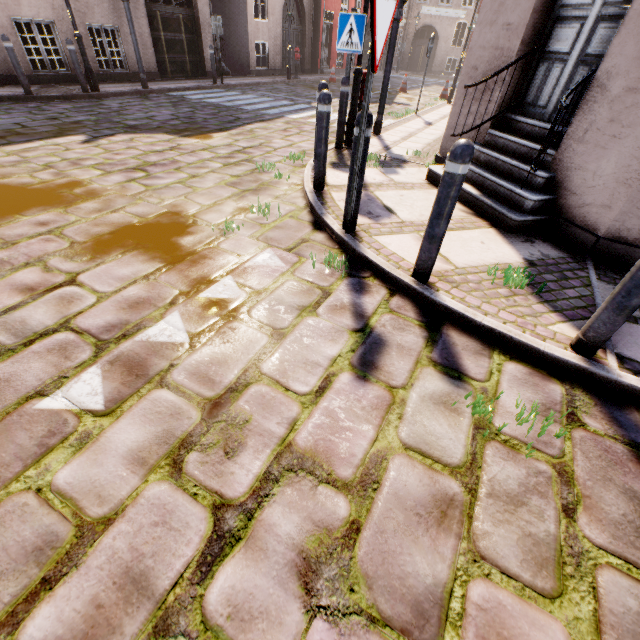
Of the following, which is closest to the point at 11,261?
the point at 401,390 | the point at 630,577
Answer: the point at 401,390

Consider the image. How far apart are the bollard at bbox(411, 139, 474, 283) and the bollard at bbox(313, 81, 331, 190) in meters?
2.2 m

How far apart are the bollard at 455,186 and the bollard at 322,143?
2.2 meters

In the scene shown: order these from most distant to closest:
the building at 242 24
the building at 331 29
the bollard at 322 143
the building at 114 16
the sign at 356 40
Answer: the building at 331 29
the building at 242 24
the building at 114 16
the sign at 356 40
the bollard at 322 143

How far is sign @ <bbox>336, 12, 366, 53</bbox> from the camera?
5.2 meters

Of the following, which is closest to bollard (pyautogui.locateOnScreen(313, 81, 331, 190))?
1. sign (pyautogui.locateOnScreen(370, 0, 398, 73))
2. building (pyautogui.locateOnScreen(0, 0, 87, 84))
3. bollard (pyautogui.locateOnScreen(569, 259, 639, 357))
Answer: sign (pyautogui.locateOnScreen(370, 0, 398, 73))

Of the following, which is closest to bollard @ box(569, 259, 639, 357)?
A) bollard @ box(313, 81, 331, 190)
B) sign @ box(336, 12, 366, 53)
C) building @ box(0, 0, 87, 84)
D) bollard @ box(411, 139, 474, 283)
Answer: bollard @ box(411, 139, 474, 283)

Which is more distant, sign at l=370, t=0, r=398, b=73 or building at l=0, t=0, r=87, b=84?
building at l=0, t=0, r=87, b=84
